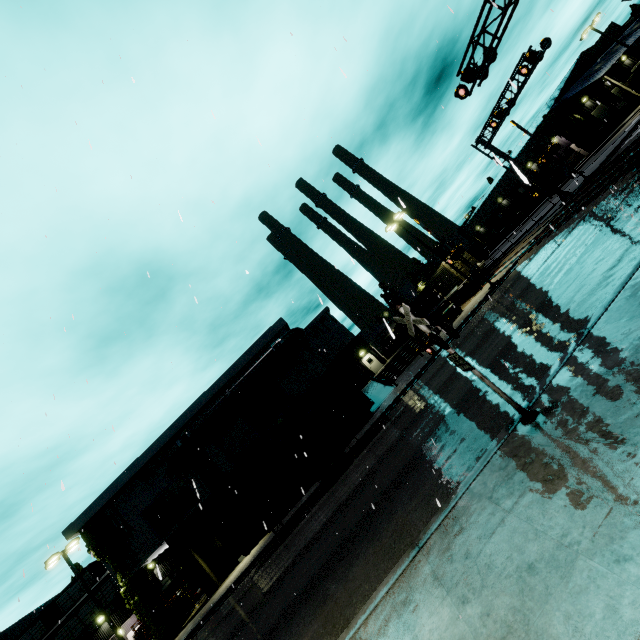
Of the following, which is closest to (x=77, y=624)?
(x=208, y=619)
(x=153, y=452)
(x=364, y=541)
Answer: (x=153, y=452)

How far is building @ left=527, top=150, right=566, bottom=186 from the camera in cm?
4791

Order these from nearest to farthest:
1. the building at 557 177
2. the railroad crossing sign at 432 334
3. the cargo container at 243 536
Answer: the railroad crossing sign at 432 334, the cargo container at 243 536, the building at 557 177

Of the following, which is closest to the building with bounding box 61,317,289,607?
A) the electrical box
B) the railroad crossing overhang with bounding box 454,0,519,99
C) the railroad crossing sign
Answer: the electrical box

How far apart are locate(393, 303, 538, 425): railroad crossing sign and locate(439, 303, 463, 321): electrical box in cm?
2202

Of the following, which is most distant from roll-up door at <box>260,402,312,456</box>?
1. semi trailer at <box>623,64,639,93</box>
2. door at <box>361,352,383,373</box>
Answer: semi trailer at <box>623,64,639,93</box>

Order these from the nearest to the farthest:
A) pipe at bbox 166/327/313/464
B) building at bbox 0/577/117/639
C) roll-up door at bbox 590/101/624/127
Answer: pipe at bbox 166/327/313/464 → building at bbox 0/577/117/639 → roll-up door at bbox 590/101/624/127

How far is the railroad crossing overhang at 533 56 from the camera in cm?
2042
